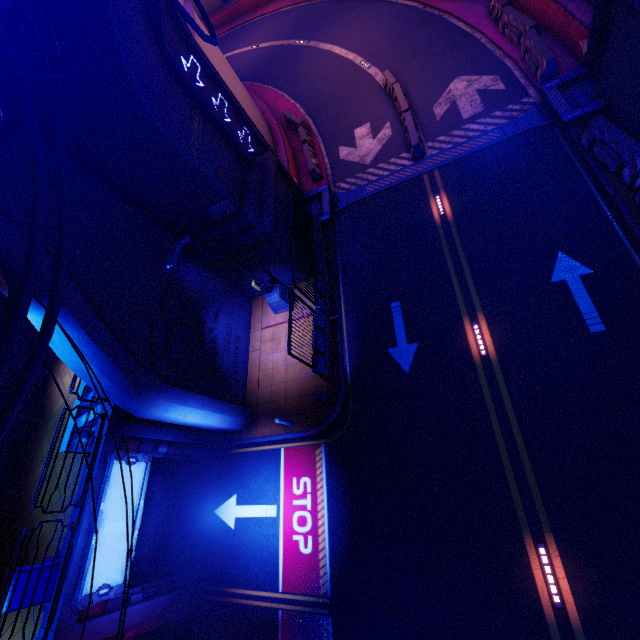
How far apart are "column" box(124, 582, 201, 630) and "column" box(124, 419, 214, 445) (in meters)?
4.60

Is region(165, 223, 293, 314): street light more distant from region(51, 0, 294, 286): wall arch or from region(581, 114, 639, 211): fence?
region(581, 114, 639, 211): fence

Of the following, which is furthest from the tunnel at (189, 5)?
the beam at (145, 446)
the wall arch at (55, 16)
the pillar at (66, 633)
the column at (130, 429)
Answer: the pillar at (66, 633)

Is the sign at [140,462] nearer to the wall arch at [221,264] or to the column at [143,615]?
the column at [143,615]

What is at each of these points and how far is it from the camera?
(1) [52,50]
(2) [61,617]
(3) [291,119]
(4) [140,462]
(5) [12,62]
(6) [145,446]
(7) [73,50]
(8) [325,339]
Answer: (1) walkway, 5.0 meters
(2) beam, 8.1 meters
(3) fence, 20.2 meters
(4) sign, 10.7 meters
(5) cable, 5.5 meters
(6) beam, 11.3 meters
(7) wall arch, 7.4 meters
(8) fence, 12.8 meters

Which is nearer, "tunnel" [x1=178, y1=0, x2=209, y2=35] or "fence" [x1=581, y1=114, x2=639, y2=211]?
"fence" [x1=581, y1=114, x2=639, y2=211]

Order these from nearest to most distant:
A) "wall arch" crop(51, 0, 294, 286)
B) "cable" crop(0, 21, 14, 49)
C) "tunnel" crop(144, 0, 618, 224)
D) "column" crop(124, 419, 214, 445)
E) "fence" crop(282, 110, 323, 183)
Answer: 1. "cable" crop(0, 21, 14, 49)
2. "wall arch" crop(51, 0, 294, 286)
3. "column" crop(124, 419, 214, 445)
4. "tunnel" crop(144, 0, 618, 224)
5. "fence" crop(282, 110, 323, 183)

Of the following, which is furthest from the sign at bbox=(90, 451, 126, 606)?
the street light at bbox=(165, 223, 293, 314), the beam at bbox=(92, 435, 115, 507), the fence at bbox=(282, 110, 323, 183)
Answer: the fence at bbox=(282, 110, 323, 183)
